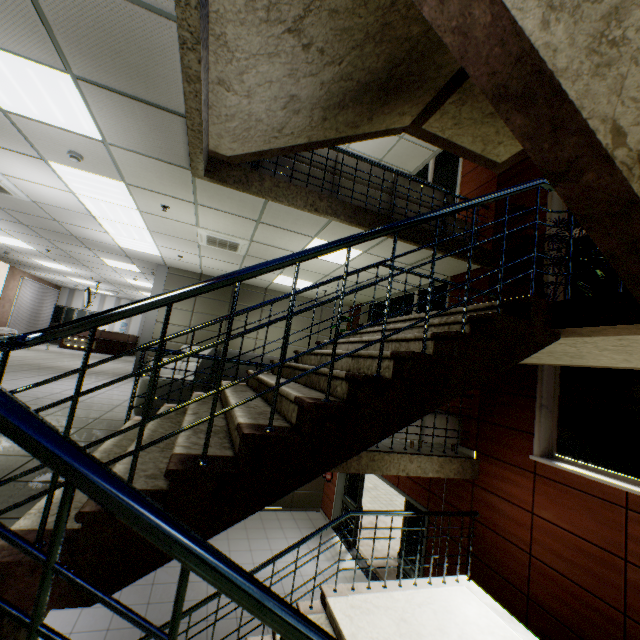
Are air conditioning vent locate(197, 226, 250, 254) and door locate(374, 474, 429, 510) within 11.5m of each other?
yes

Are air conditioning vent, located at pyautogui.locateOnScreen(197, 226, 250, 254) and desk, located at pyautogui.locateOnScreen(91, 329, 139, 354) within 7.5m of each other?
no

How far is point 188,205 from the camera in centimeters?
519cm

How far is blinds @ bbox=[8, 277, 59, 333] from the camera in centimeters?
1470cm

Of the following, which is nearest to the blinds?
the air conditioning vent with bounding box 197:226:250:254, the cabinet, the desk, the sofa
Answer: the cabinet

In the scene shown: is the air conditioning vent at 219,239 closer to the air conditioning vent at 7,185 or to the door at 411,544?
the air conditioning vent at 7,185

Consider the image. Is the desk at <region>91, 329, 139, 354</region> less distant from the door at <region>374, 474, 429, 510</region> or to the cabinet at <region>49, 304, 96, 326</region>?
the cabinet at <region>49, 304, 96, 326</region>

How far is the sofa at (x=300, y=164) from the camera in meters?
4.9 m
